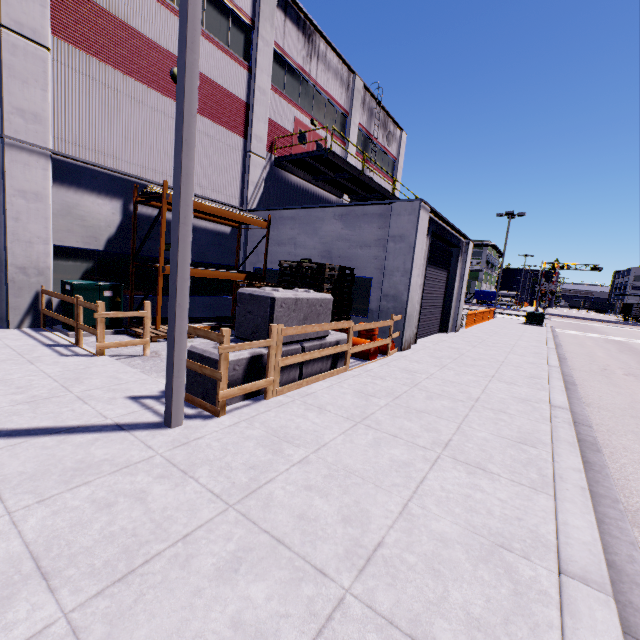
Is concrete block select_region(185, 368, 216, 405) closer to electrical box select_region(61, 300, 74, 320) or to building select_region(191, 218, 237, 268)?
building select_region(191, 218, 237, 268)

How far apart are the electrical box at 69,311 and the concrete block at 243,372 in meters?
5.7 m

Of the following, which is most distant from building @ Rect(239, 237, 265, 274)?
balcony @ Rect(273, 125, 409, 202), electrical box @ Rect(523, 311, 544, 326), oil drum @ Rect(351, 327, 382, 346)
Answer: electrical box @ Rect(523, 311, 544, 326)

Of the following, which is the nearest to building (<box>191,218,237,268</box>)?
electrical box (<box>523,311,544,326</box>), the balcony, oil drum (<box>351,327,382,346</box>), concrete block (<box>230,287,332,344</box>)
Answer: the balcony

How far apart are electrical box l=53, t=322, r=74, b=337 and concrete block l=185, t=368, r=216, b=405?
5.67m

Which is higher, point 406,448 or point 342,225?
point 342,225

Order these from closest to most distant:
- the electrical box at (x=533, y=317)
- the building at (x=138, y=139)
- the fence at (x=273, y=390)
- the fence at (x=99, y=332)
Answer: the fence at (x=273, y=390) → the fence at (x=99, y=332) → the building at (x=138, y=139) → the electrical box at (x=533, y=317)

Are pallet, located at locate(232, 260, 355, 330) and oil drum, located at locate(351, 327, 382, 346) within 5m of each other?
yes
